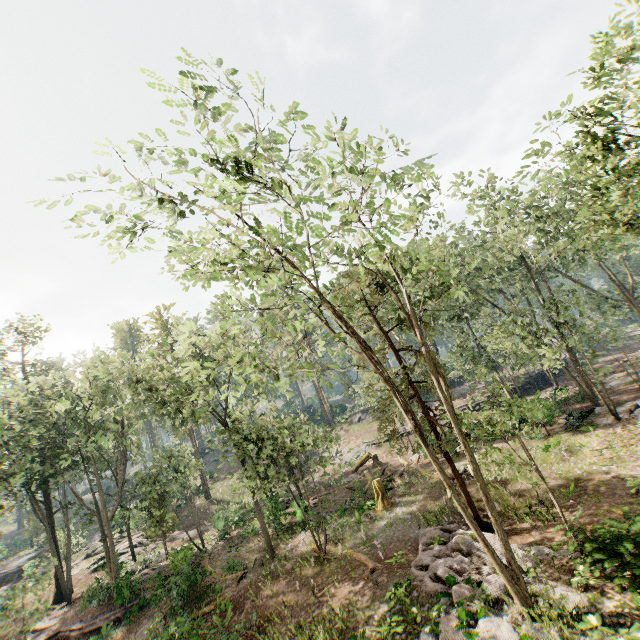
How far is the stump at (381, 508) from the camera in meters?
21.6 m

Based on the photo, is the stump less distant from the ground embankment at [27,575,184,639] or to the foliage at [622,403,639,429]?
the foliage at [622,403,639,429]

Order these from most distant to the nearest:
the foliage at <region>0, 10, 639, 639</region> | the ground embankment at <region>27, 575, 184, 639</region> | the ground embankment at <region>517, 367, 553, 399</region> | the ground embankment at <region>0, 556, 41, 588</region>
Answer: the ground embankment at <region>517, 367, 553, 399</region> → the ground embankment at <region>0, 556, 41, 588</region> → the ground embankment at <region>27, 575, 184, 639</region> → the foliage at <region>0, 10, 639, 639</region>

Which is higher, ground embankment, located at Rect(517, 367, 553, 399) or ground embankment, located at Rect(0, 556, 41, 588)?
ground embankment, located at Rect(0, 556, 41, 588)

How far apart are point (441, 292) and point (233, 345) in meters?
15.1

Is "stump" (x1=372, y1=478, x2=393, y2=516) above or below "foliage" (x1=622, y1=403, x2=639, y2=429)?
below

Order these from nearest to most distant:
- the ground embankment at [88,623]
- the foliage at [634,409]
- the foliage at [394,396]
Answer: the foliage at [394,396], the foliage at [634,409], the ground embankment at [88,623]

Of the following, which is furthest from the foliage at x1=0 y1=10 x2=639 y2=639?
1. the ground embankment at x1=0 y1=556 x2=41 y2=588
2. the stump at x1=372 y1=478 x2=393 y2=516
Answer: the stump at x1=372 y1=478 x2=393 y2=516
